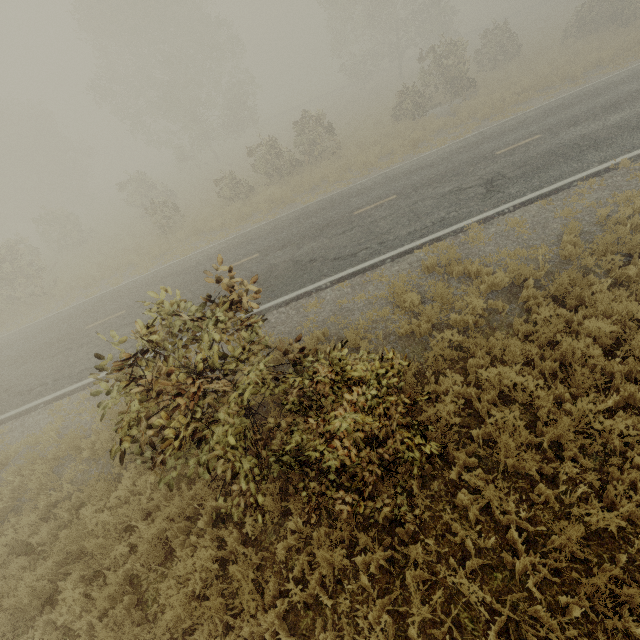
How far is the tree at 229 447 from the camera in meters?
3.9 m

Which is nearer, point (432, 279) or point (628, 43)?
point (432, 279)

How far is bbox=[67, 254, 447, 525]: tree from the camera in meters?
3.9 m
